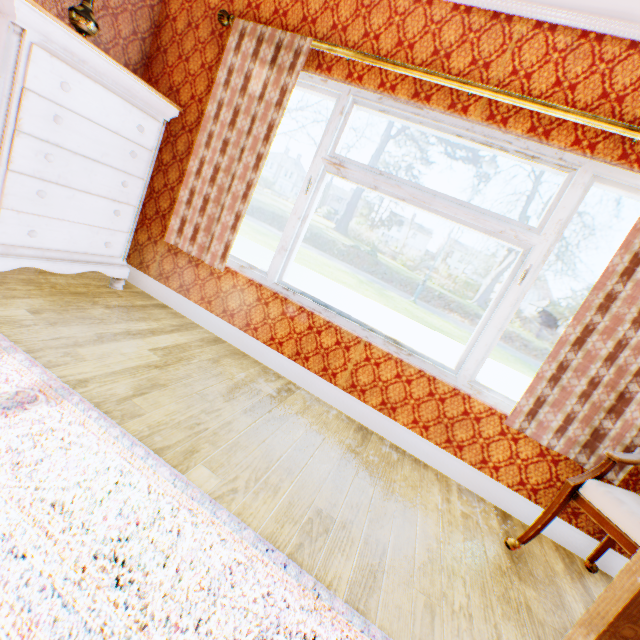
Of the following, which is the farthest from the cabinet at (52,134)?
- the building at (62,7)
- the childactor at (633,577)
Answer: the childactor at (633,577)

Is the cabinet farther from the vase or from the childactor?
the childactor

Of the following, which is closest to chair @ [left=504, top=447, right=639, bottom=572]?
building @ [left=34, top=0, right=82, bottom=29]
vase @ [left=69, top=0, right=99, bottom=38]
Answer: building @ [left=34, top=0, right=82, bottom=29]

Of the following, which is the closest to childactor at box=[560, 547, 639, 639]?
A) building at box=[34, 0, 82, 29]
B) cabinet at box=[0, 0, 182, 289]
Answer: building at box=[34, 0, 82, 29]

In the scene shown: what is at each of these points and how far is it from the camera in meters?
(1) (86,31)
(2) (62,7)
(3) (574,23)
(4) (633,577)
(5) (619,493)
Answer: (1) vase, 2.2 m
(2) building, 2.4 m
(3) building, 1.9 m
(4) childactor, 1.2 m
(5) chair, 1.7 m

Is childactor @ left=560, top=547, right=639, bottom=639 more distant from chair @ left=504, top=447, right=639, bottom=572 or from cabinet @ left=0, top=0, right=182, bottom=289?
cabinet @ left=0, top=0, right=182, bottom=289

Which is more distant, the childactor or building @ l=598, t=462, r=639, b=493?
building @ l=598, t=462, r=639, b=493

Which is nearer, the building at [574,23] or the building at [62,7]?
the building at [574,23]
